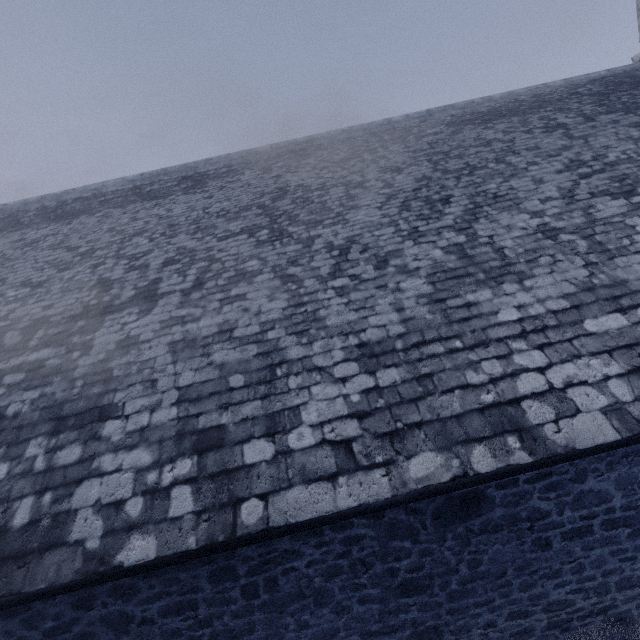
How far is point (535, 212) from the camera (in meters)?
5.73
